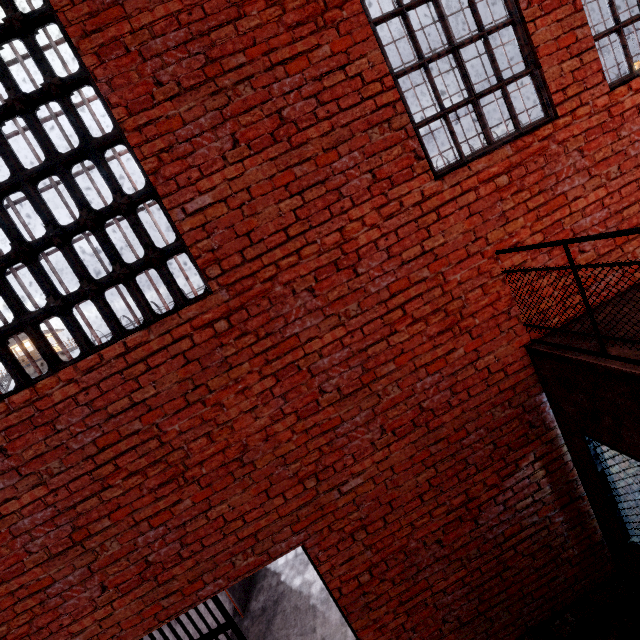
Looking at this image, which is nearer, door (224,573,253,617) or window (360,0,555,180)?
window (360,0,555,180)

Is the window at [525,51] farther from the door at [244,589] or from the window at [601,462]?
the door at [244,589]

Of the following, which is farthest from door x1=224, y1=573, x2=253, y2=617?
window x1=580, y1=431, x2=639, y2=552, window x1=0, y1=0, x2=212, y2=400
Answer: window x1=580, y1=431, x2=639, y2=552

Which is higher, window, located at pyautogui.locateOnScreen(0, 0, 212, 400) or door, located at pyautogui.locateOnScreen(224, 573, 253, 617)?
window, located at pyautogui.locateOnScreen(0, 0, 212, 400)

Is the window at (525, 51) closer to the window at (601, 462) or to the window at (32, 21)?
the window at (32, 21)

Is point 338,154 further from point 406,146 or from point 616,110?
point 616,110

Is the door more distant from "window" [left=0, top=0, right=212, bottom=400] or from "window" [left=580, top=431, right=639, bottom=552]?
"window" [left=580, top=431, right=639, bottom=552]

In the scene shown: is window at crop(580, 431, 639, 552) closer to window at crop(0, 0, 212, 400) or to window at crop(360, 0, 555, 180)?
window at crop(360, 0, 555, 180)
